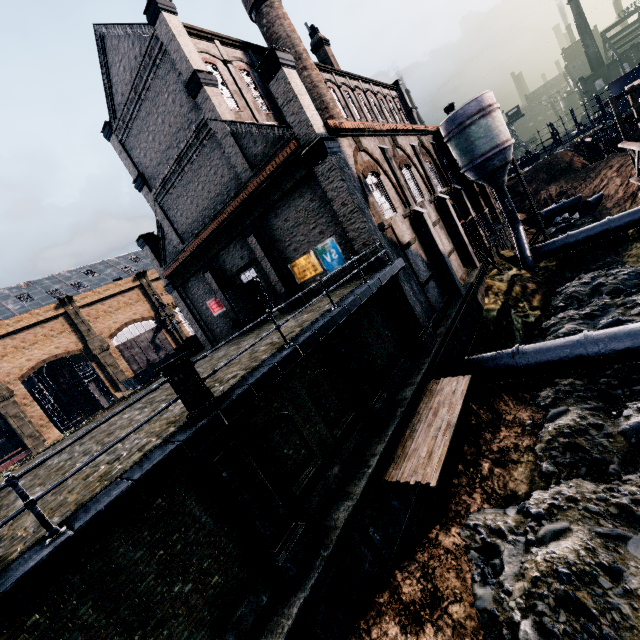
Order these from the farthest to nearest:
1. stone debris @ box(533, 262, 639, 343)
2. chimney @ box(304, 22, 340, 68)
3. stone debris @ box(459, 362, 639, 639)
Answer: chimney @ box(304, 22, 340, 68) → stone debris @ box(533, 262, 639, 343) → stone debris @ box(459, 362, 639, 639)

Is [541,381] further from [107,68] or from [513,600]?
[107,68]

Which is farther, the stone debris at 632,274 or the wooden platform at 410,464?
the stone debris at 632,274

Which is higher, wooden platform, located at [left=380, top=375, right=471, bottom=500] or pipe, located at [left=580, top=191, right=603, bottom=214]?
wooden platform, located at [left=380, top=375, right=471, bottom=500]

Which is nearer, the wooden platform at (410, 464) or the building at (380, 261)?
the wooden platform at (410, 464)

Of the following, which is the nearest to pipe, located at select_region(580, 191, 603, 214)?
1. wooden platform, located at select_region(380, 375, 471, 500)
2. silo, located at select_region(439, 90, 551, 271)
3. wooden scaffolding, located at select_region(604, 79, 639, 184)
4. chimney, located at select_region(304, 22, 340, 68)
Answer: silo, located at select_region(439, 90, 551, 271)

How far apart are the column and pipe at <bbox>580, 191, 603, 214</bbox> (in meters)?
35.09

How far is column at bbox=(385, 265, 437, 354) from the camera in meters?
16.1 m
